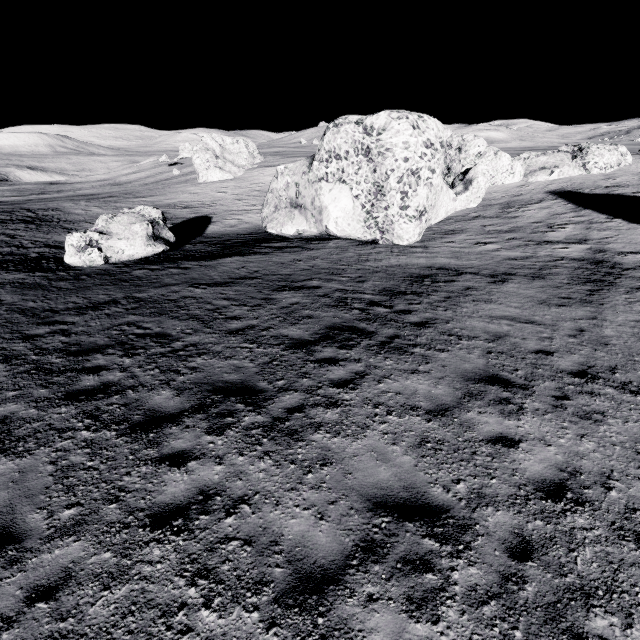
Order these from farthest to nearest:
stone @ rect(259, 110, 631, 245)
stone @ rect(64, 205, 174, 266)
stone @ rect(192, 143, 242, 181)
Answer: stone @ rect(192, 143, 242, 181) → stone @ rect(259, 110, 631, 245) → stone @ rect(64, 205, 174, 266)

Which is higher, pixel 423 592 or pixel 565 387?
pixel 423 592

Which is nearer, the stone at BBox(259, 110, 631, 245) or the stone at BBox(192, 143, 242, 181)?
the stone at BBox(259, 110, 631, 245)

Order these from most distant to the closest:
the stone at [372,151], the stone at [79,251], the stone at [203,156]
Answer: the stone at [203,156], the stone at [372,151], the stone at [79,251]

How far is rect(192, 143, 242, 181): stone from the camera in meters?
57.6 m

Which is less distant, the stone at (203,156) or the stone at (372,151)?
the stone at (372,151)

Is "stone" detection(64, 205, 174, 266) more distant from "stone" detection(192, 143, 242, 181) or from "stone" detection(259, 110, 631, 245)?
"stone" detection(192, 143, 242, 181)

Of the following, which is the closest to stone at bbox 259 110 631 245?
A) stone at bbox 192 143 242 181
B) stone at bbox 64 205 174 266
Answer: stone at bbox 64 205 174 266
